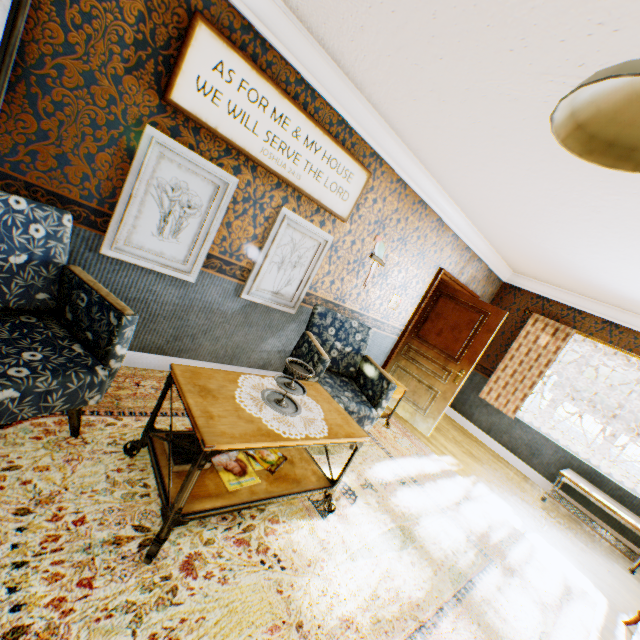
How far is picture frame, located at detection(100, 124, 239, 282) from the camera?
2.4 meters

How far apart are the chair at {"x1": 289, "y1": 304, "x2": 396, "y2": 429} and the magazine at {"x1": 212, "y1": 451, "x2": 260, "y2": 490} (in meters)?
0.65

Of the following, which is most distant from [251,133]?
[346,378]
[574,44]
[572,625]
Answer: [572,625]

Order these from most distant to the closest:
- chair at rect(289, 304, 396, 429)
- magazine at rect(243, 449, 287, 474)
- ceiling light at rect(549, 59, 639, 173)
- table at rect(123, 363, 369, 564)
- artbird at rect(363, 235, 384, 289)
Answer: artbird at rect(363, 235, 384, 289) < chair at rect(289, 304, 396, 429) < magazine at rect(243, 449, 287, 474) < table at rect(123, 363, 369, 564) < ceiling light at rect(549, 59, 639, 173)

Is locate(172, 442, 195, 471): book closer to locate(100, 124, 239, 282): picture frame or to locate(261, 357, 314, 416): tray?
locate(261, 357, 314, 416): tray

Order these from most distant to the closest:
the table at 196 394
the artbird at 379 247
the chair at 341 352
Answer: the artbird at 379 247
the chair at 341 352
the table at 196 394

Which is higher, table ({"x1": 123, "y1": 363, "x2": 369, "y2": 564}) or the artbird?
the artbird

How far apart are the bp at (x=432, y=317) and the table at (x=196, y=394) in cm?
298
